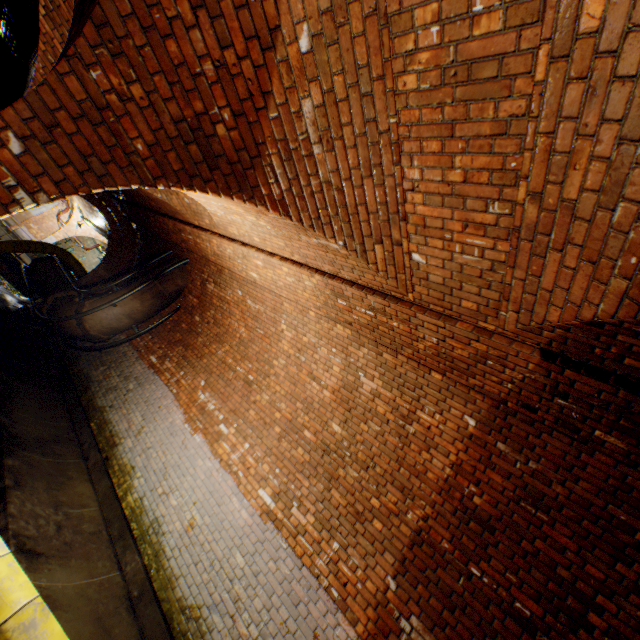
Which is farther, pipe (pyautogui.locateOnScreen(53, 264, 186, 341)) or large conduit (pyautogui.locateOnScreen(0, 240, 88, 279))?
large conduit (pyautogui.locateOnScreen(0, 240, 88, 279))

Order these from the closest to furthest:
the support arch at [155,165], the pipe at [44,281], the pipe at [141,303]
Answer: the support arch at [155,165]
the pipe at [141,303]
the pipe at [44,281]

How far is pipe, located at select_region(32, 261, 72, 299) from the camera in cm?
973

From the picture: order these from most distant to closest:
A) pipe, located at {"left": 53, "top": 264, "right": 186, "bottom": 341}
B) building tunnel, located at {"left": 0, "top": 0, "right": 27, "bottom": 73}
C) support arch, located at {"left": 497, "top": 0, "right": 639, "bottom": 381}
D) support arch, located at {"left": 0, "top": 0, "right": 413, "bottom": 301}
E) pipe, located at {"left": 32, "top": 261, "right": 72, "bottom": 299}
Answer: pipe, located at {"left": 32, "top": 261, "right": 72, "bottom": 299} → pipe, located at {"left": 53, "top": 264, "right": 186, "bottom": 341} → building tunnel, located at {"left": 0, "top": 0, "right": 27, "bottom": 73} → support arch, located at {"left": 0, "top": 0, "right": 413, "bottom": 301} → support arch, located at {"left": 497, "top": 0, "right": 639, "bottom": 381}

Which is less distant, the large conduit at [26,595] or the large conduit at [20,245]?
the large conduit at [26,595]

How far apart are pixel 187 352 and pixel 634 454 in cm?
780

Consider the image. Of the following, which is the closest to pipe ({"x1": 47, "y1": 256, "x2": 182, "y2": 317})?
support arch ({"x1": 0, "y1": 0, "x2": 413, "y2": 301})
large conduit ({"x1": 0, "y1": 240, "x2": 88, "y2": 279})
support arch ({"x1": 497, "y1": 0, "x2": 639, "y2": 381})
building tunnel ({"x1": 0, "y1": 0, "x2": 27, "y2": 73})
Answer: building tunnel ({"x1": 0, "y1": 0, "x2": 27, "y2": 73})

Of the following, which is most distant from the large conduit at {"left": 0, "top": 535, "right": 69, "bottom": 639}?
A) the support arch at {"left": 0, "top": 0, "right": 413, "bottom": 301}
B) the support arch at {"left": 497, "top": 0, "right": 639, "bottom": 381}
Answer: the support arch at {"left": 497, "top": 0, "right": 639, "bottom": 381}
